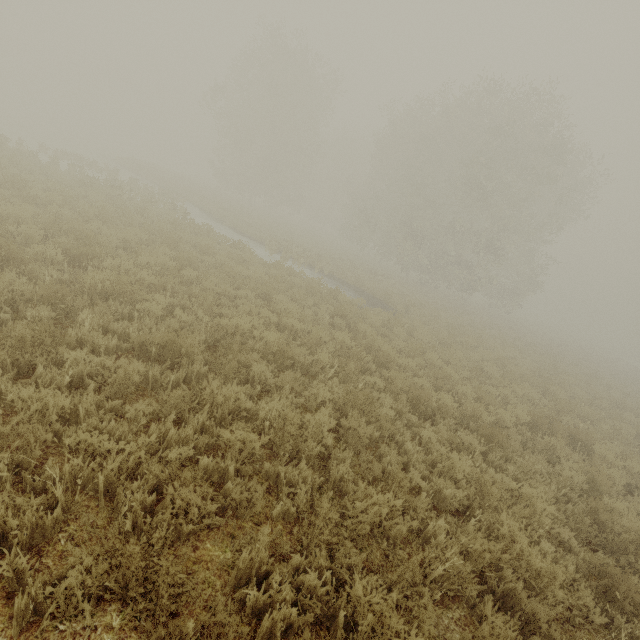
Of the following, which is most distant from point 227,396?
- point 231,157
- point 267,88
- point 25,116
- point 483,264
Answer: point 25,116
